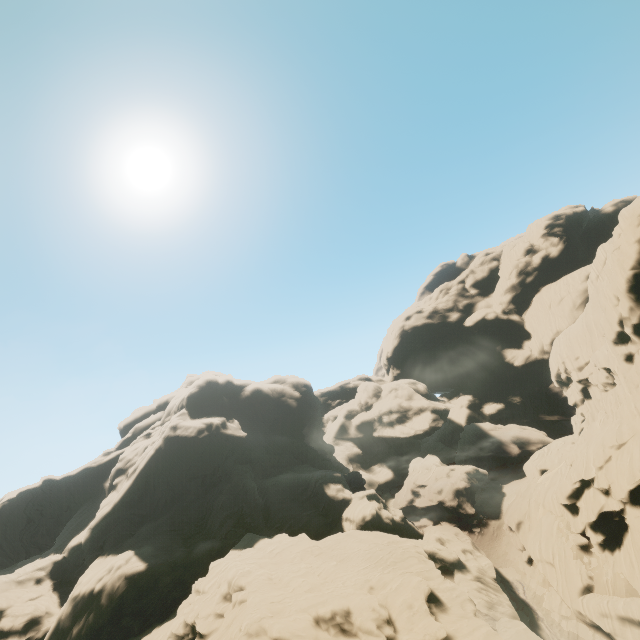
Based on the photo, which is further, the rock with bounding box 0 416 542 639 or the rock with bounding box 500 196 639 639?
the rock with bounding box 500 196 639 639

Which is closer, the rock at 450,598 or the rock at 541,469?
the rock at 450,598

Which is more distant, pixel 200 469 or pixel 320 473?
pixel 320 473
